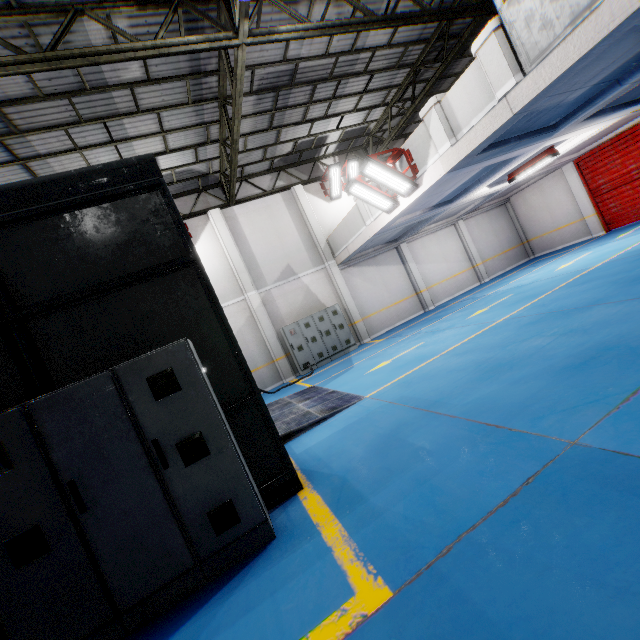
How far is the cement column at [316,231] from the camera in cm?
1488

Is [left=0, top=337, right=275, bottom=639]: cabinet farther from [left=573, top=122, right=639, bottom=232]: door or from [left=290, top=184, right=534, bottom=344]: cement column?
[left=573, top=122, right=639, bottom=232]: door

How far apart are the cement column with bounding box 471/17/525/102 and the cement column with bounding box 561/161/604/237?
12.7 meters

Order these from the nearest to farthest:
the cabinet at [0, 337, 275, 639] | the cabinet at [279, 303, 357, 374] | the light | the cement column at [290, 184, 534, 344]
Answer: the cabinet at [0, 337, 275, 639]
the light
the cabinet at [279, 303, 357, 374]
the cement column at [290, 184, 534, 344]

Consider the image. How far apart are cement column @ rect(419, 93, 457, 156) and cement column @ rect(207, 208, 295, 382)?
8.59m

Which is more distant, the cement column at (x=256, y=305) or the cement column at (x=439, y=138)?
the cement column at (x=256, y=305)

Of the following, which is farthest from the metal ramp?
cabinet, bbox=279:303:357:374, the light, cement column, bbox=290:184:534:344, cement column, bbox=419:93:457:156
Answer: the light

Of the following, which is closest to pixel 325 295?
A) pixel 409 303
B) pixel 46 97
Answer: pixel 409 303
